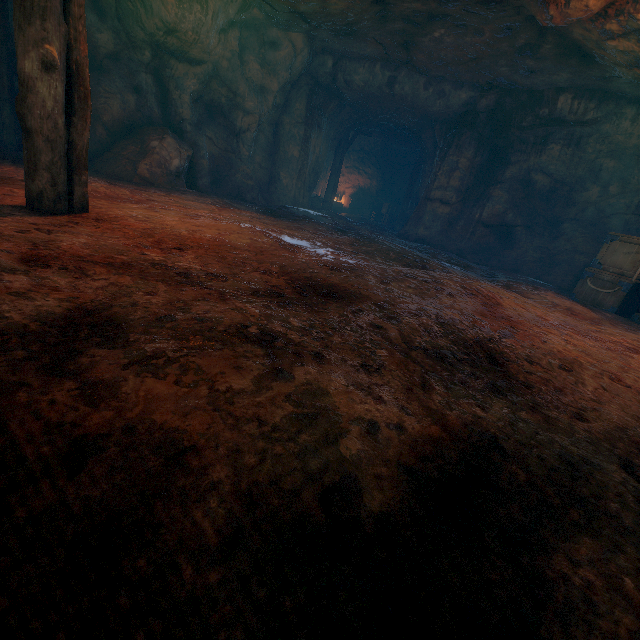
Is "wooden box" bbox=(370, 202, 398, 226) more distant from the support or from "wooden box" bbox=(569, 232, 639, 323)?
the support

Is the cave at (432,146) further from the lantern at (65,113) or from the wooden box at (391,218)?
the lantern at (65,113)

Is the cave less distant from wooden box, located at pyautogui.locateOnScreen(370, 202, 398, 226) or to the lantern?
wooden box, located at pyautogui.locateOnScreen(370, 202, 398, 226)

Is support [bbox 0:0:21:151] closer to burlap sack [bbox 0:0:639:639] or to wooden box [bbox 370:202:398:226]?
burlap sack [bbox 0:0:639:639]

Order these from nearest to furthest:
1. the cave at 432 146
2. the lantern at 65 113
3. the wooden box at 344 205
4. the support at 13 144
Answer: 1. the lantern at 65 113
2. the support at 13 144
3. the cave at 432 146
4. the wooden box at 344 205

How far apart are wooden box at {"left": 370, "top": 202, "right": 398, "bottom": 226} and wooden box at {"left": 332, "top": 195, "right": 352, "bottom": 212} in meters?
1.6 m

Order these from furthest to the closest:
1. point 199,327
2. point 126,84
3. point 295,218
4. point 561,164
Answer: point 561,164, point 295,218, point 126,84, point 199,327

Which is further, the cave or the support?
the cave
